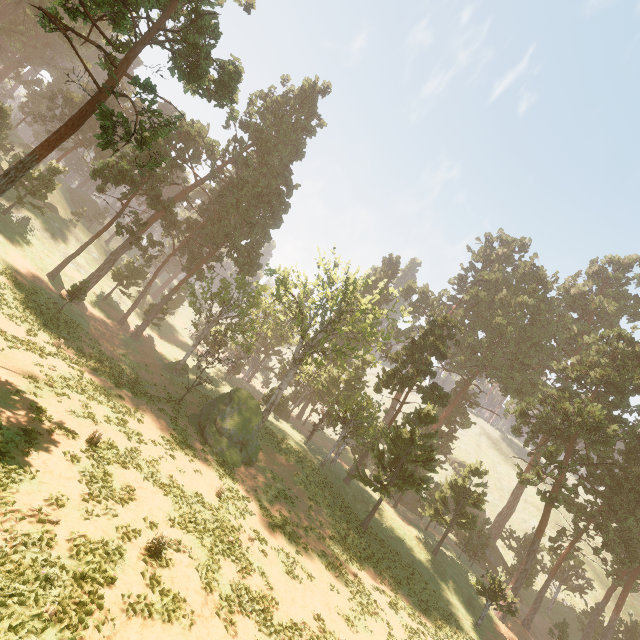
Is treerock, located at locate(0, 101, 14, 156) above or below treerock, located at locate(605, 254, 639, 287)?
below

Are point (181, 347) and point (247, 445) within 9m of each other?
no

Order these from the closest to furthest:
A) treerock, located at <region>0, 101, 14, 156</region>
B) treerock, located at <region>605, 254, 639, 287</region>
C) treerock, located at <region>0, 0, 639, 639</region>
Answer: treerock, located at <region>0, 0, 639, 639</region> → treerock, located at <region>0, 101, 14, 156</region> → treerock, located at <region>605, 254, 639, 287</region>

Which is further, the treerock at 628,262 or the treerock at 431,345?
the treerock at 628,262

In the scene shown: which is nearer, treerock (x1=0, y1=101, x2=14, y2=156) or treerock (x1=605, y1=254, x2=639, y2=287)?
Result: treerock (x1=0, y1=101, x2=14, y2=156)

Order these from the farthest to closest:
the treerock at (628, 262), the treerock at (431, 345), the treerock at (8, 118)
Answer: the treerock at (628, 262)
the treerock at (8, 118)
the treerock at (431, 345)
